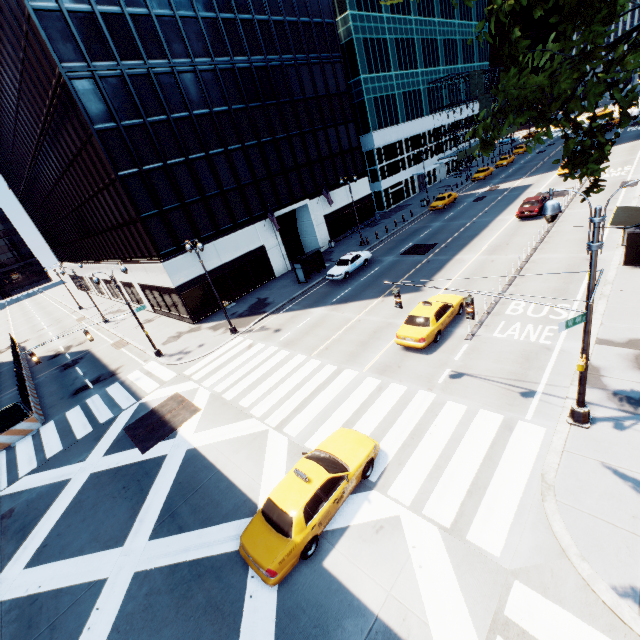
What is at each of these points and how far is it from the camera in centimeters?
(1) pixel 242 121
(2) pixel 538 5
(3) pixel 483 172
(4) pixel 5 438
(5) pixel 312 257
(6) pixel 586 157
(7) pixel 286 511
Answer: (1) building, 3017cm
(2) tree, 659cm
(3) vehicle, 5041cm
(4) concrete barrier, 1980cm
(5) bus stop, 3169cm
(6) tree, 759cm
(7) vehicle, 919cm

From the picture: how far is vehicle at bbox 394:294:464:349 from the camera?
15.97m

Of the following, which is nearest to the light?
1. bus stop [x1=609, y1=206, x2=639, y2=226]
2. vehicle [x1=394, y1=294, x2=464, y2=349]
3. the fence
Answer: vehicle [x1=394, y1=294, x2=464, y2=349]

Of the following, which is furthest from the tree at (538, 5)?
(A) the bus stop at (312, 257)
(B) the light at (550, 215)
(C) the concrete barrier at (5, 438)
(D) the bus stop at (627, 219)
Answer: (C) the concrete barrier at (5, 438)

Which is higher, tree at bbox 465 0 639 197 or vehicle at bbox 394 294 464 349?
tree at bbox 465 0 639 197

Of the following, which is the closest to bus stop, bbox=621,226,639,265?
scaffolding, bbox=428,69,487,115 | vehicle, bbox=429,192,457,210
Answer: vehicle, bbox=429,192,457,210

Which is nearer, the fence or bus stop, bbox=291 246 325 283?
the fence

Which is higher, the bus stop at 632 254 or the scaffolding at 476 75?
the scaffolding at 476 75
